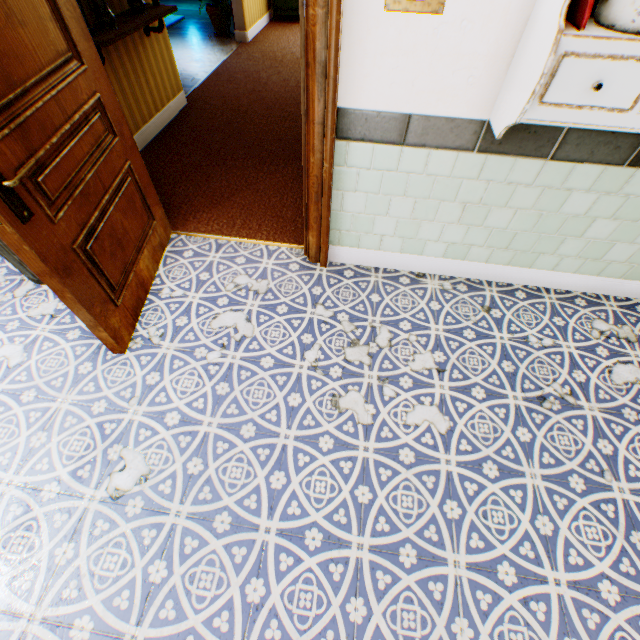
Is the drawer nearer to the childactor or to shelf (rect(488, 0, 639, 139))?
shelf (rect(488, 0, 639, 139))

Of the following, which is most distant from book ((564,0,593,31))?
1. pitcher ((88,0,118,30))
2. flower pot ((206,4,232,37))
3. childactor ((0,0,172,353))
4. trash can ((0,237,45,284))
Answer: flower pot ((206,4,232,37))

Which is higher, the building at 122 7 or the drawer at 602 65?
the drawer at 602 65

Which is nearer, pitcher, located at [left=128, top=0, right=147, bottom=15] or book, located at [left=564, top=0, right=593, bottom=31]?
book, located at [left=564, top=0, right=593, bottom=31]

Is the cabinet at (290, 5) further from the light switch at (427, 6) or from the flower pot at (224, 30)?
the light switch at (427, 6)

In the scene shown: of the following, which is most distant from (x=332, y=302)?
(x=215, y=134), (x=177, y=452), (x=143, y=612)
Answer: (x=215, y=134)

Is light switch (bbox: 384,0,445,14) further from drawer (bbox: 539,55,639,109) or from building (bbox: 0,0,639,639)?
drawer (bbox: 539,55,639,109)

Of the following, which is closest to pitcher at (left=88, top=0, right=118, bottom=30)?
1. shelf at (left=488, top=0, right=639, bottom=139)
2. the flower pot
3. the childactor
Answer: the childactor
